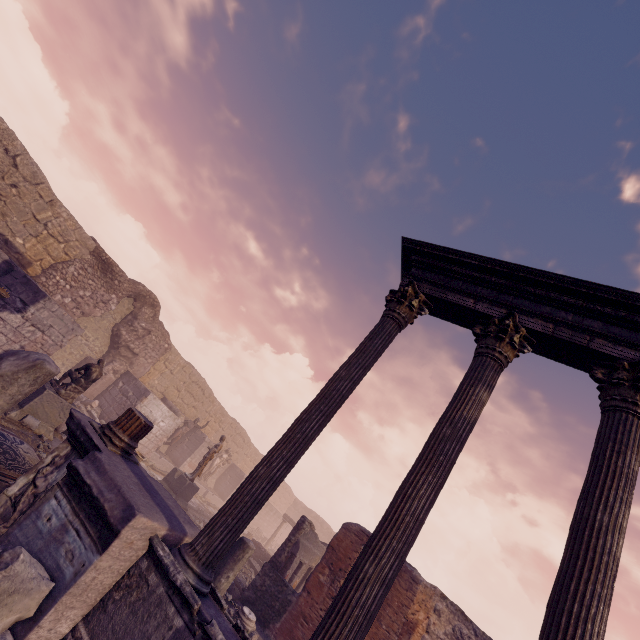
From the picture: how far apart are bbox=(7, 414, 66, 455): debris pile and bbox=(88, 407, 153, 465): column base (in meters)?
3.62

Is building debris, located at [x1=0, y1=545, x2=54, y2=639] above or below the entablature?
below

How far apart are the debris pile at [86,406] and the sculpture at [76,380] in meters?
4.9 m

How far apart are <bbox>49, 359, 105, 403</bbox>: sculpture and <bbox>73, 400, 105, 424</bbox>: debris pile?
4.90m

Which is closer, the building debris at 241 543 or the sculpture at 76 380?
the building debris at 241 543

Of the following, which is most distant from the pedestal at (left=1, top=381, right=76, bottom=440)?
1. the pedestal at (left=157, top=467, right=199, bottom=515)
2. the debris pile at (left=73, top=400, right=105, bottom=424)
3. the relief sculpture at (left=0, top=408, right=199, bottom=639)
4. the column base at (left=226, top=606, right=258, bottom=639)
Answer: the column base at (left=226, top=606, right=258, bottom=639)

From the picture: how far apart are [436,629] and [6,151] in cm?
2060

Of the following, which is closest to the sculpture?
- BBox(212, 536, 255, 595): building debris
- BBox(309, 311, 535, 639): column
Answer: BBox(212, 536, 255, 595): building debris
